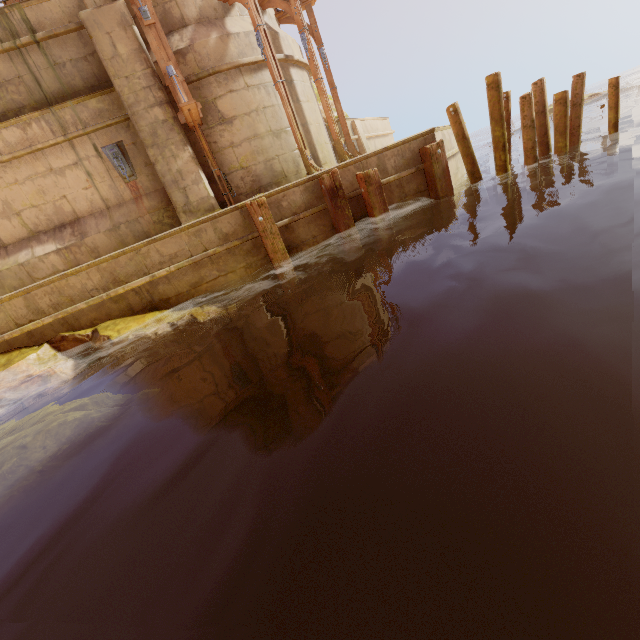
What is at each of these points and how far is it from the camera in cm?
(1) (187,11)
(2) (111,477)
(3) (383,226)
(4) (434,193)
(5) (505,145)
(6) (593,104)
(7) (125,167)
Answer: (1) building, 815
(2) rock, 349
(3) beam, 753
(4) beam, 779
(5) beam, 709
(6) rock, 2258
(7) metal chain, 852

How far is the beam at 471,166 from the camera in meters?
7.4

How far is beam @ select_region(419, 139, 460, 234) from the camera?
7.38m

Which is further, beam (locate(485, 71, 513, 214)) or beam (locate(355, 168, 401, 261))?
beam (locate(355, 168, 401, 261))

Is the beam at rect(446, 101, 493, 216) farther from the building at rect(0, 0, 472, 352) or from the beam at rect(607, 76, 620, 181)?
the beam at rect(607, 76, 620, 181)

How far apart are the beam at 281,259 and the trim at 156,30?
3.32m

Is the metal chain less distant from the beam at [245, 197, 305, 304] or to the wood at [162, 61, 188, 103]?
the wood at [162, 61, 188, 103]

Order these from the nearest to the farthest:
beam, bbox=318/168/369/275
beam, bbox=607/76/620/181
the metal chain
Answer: beam, bbox=607/76/620/181
beam, bbox=318/168/369/275
the metal chain
